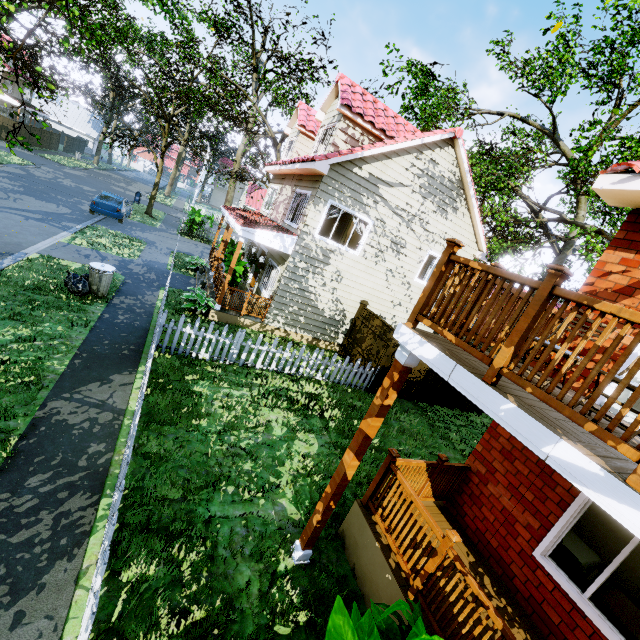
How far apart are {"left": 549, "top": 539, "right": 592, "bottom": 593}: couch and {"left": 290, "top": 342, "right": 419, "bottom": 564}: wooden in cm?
329

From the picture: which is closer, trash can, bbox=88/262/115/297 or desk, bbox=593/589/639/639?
desk, bbox=593/589/639/639

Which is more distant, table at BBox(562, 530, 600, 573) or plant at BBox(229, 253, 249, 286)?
plant at BBox(229, 253, 249, 286)

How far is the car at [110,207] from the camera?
18.52m

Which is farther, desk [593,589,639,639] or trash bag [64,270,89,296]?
trash bag [64,270,89,296]

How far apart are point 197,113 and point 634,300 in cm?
2693

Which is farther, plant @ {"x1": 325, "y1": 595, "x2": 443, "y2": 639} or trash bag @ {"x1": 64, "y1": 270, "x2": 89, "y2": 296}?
trash bag @ {"x1": 64, "y1": 270, "x2": 89, "y2": 296}

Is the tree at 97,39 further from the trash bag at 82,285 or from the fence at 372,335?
the trash bag at 82,285
